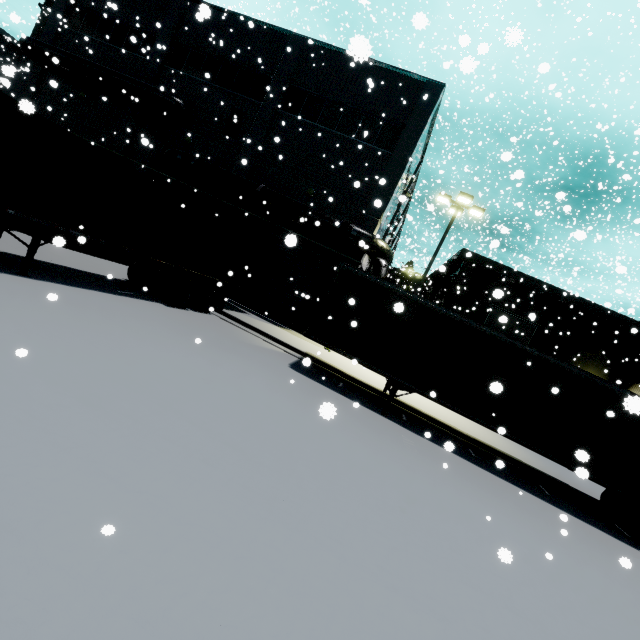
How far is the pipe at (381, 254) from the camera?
16.0 meters

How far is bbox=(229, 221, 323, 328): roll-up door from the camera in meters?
18.2 m

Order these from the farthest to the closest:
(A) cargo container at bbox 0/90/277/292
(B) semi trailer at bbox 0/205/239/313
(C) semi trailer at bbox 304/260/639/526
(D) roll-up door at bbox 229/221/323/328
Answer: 1. (D) roll-up door at bbox 229/221/323/328
2. (C) semi trailer at bbox 304/260/639/526
3. (B) semi trailer at bbox 0/205/239/313
4. (A) cargo container at bbox 0/90/277/292

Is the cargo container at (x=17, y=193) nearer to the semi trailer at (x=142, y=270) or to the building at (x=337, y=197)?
the semi trailer at (x=142, y=270)

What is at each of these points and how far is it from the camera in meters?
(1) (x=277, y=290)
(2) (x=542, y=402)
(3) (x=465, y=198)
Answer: (1) roll-up door, 18.5 m
(2) semi trailer, 9.7 m
(3) light, 15.6 m

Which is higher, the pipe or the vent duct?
the vent duct

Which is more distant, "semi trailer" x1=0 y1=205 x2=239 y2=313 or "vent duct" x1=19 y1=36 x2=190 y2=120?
"vent duct" x1=19 y1=36 x2=190 y2=120

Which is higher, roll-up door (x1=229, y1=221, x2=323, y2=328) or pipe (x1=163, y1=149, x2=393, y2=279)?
pipe (x1=163, y1=149, x2=393, y2=279)
